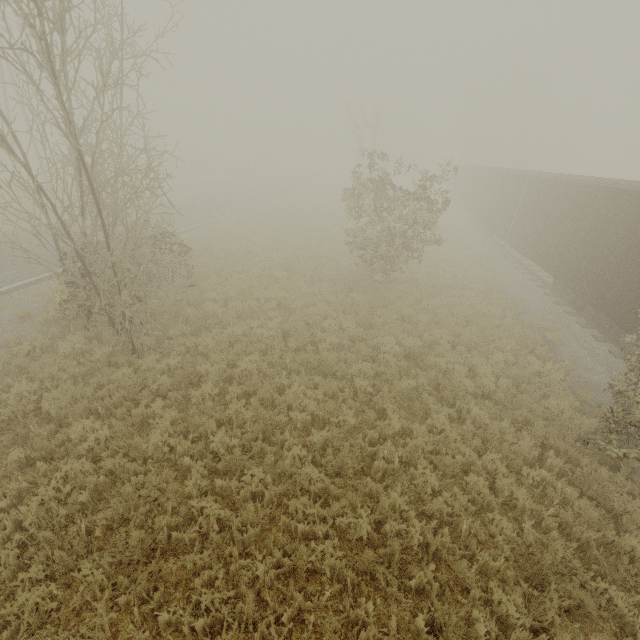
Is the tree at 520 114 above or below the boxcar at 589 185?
above

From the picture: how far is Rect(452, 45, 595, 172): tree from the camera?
43.0m

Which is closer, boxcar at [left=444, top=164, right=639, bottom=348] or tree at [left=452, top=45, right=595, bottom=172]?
boxcar at [left=444, top=164, right=639, bottom=348]

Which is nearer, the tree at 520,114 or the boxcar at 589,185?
the boxcar at 589,185

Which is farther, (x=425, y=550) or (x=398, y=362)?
(x=398, y=362)

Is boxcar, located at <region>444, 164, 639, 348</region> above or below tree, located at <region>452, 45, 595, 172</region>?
below
